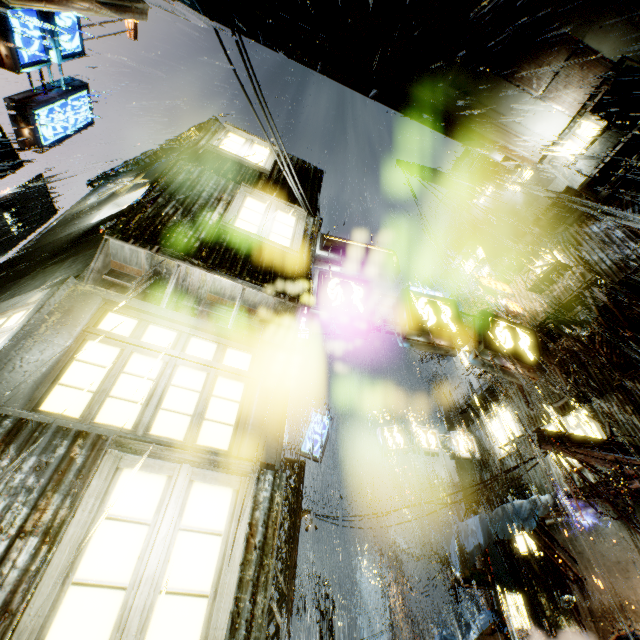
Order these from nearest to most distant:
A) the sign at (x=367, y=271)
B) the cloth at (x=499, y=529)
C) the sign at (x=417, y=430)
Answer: the sign at (x=367, y=271), the cloth at (x=499, y=529), the sign at (x=417, y=430)

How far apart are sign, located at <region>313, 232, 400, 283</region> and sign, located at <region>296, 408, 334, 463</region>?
9.6m

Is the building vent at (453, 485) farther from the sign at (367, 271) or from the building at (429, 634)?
the sign at (367, 271)

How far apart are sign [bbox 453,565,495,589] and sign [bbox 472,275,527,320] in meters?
11.8 m

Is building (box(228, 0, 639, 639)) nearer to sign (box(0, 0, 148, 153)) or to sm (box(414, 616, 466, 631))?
sm (box(414, 616, 466, 631))

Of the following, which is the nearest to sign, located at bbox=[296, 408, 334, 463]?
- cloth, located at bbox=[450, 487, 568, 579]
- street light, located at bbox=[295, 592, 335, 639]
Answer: cloth, located at bbox=[450, 487, 568, 579]

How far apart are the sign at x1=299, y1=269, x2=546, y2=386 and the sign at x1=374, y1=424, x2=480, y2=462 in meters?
9.6

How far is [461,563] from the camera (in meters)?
12.95
